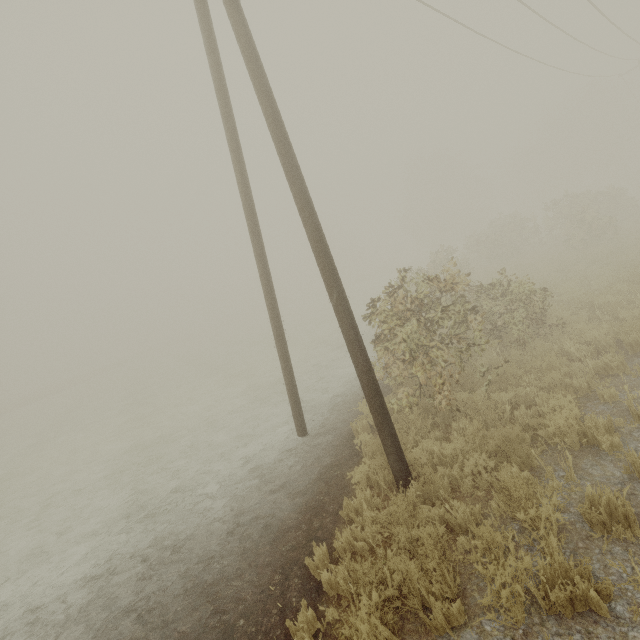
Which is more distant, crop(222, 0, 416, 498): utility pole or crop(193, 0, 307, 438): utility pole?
crop(193, 0, 307, 438): utility pole

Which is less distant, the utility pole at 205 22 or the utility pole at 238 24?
the utility pole at 238 24

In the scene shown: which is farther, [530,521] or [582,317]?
[582,317]
